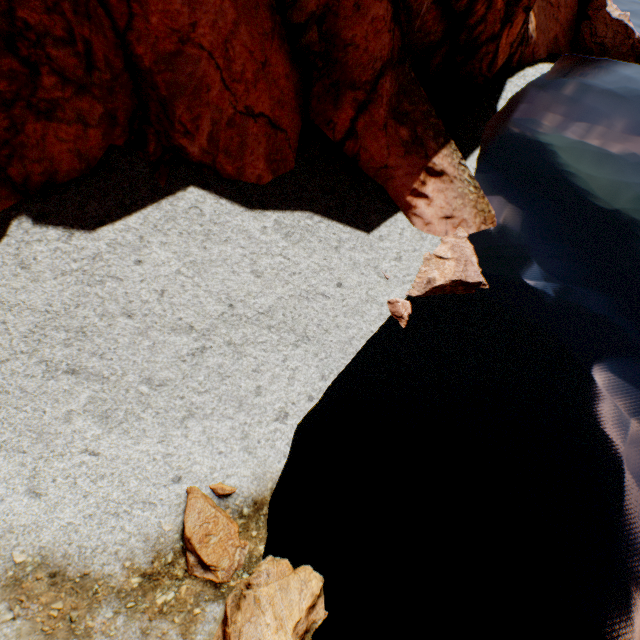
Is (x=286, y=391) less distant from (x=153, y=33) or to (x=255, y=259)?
(x=255, y=259)

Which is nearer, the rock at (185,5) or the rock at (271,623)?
the rock at (271,623)

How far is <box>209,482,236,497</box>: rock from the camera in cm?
638

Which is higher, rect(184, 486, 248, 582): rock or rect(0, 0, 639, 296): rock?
rect(0, 0, 639, 296): rock

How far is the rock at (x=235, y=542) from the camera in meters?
5.8

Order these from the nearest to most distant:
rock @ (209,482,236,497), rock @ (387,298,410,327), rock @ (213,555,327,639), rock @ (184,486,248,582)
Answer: rock @ (213,555,327,639) < rock @ (184,486,248,582) < rock @ (209,482,236,497) < rock @ (387,298,410,327)
